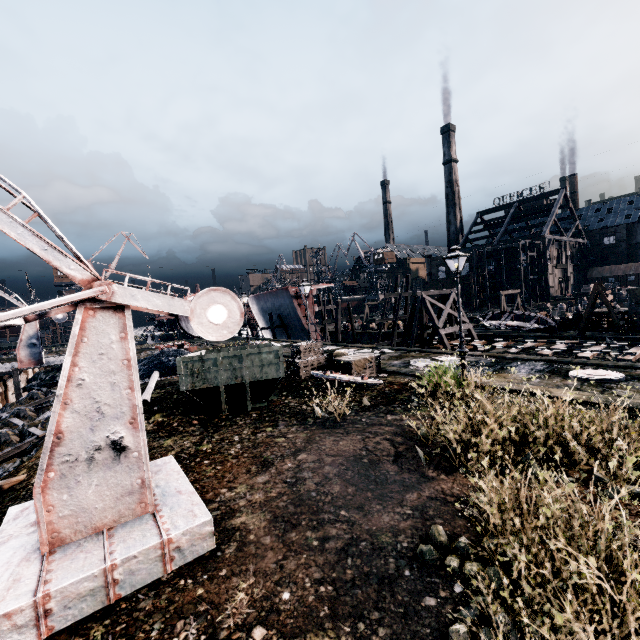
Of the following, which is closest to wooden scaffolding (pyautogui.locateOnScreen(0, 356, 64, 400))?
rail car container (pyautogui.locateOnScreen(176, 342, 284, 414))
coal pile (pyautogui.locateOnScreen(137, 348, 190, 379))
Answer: coal pile (pyautogui.locateOnScreen(137, 348, 190, 379))

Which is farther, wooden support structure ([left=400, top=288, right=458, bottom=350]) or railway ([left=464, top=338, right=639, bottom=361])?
wooden support structure ([left=400, top=288, right=458, bottom=350])

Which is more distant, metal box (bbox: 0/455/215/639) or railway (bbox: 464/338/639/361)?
railway (bbox: 464/338/639/361)

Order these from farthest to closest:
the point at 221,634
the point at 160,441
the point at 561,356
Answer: the point at 561,356, the point at 160,441, the point at 221,634

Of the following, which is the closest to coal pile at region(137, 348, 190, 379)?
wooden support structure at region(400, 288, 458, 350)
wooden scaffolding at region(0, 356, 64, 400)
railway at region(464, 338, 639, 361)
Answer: wooden scaffolding at region(0, 356, 64, 400)

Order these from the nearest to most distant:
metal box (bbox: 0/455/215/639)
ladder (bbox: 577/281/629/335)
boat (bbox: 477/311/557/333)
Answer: metal box (bbox: 0/455/215/639) < ladder (bbox: 577/281/629/335) < boat (bbox: 477/311/557/333)

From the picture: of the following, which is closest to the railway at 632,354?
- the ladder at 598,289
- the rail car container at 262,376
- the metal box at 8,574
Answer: the ladder at 598,289

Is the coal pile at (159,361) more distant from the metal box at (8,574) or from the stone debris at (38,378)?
the metal box at (8,574)
